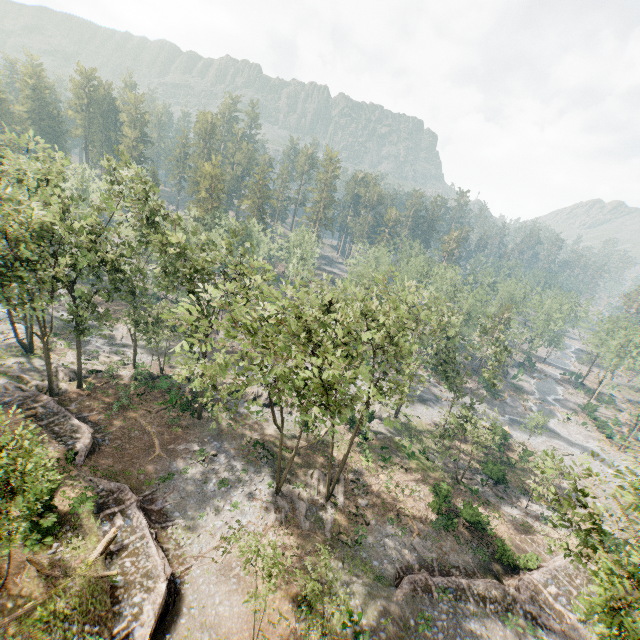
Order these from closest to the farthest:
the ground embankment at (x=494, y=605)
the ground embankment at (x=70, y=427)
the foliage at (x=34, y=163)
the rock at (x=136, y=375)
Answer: the foliage at (x=34, y=163)
the ground embankment at (x=494, y=605)
the ground embankment at (x=70, y=427)
the rock at (x=136, y=375)

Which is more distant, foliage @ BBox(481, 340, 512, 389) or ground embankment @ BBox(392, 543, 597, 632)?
foliage @ BBox(481, 340, 512, 389)

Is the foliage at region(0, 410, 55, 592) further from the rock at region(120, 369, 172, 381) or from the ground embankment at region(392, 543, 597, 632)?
the ground embankment at region(392, 543, 597, 632)

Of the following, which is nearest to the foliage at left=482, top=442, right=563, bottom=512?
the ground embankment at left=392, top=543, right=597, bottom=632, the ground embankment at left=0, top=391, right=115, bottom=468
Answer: the ground embankment at left=0, top=391, right=115, bottom=468

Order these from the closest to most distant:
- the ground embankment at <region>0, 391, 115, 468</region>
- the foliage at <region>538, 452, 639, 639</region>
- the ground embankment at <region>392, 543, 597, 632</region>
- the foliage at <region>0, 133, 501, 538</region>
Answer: the foliage at <region>538, 452, 639, 639</region>, the foliage at <region>0, 133, 501, 538</region>, the ground embankment at <region>392, 543, 597, 632</region>, the ground embankment at <region>0, 391, 115, 468</region>

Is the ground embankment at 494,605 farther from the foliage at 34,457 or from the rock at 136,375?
the rock at 136,375

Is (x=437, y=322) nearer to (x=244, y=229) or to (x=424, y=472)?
(x=424, y=472)

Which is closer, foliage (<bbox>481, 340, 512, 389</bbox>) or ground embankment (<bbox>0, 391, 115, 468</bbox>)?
ground embankment (<bbox>0, 391, 115, 468</bbox>)
